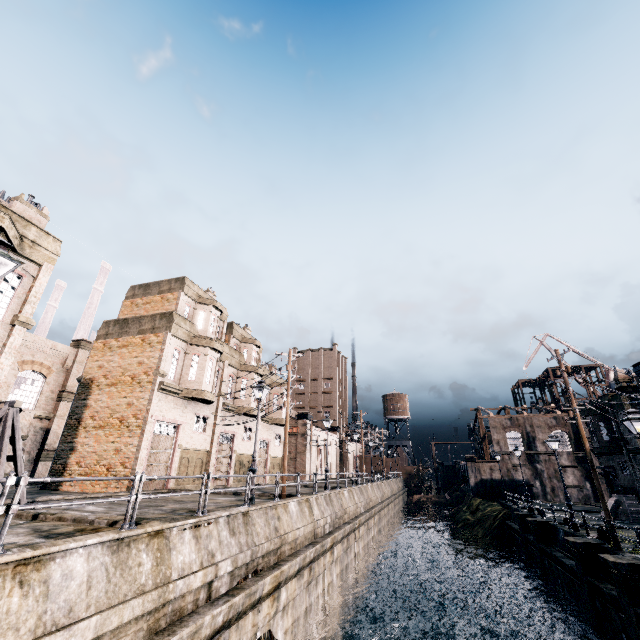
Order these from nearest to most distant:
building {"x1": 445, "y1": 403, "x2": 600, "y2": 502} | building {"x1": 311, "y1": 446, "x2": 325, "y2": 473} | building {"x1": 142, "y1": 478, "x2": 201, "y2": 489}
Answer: building {"x1": 142, "y1": 478, "x2": 201, "y2": 489} < building {"x1": 445, "y1": 403, "x2": 600, "y2": 502} < building {"x1": 311, "y1": 446, "x2": 325, "y2": 473}

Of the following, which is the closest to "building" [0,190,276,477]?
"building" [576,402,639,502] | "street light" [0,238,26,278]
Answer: "street light" [0,238,26,278]

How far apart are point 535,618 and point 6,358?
→ 37.0m

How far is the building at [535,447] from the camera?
44.1 meters

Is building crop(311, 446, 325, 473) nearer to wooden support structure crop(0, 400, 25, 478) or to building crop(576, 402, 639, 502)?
wooden support structure crop(0, 400, 25, 478)

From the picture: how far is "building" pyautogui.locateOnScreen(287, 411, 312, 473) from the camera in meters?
50.7 m

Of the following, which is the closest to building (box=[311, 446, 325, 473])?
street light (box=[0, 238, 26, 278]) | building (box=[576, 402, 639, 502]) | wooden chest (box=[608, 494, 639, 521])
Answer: street light (box=[0, 238, 26, 278])

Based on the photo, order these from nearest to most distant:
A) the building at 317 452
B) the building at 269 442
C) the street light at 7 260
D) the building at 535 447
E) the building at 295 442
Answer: the street light at 7 260
the building at 269 442
the building at 535 447
the building at 295 442
the building at 317 452
